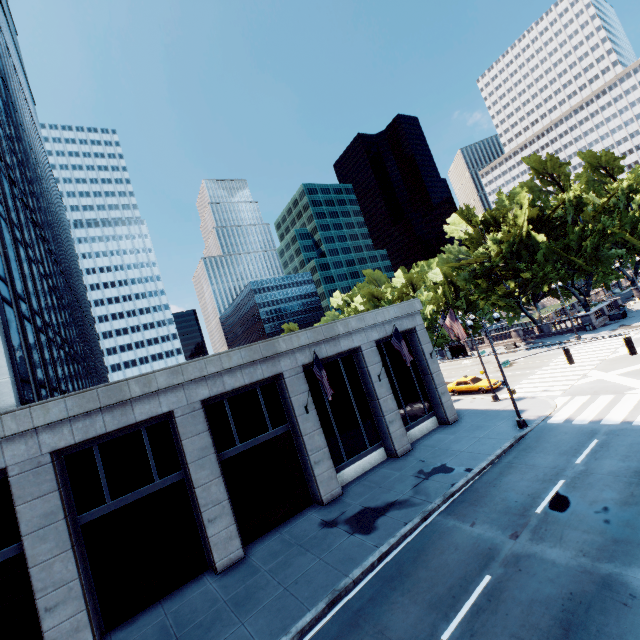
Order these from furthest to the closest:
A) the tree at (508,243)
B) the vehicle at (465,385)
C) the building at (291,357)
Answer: the tree at (508,243) < the vehicle at (465,385) < the building at (291,357)

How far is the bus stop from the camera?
52.97m

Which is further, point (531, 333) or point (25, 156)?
point (531, 333)

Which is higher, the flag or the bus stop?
the flag

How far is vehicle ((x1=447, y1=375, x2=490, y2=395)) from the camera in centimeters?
2944cm

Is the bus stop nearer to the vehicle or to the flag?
the vehicle

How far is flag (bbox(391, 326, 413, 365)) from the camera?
19.1m

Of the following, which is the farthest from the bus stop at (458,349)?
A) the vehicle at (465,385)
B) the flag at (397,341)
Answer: the flag at (397,341)
